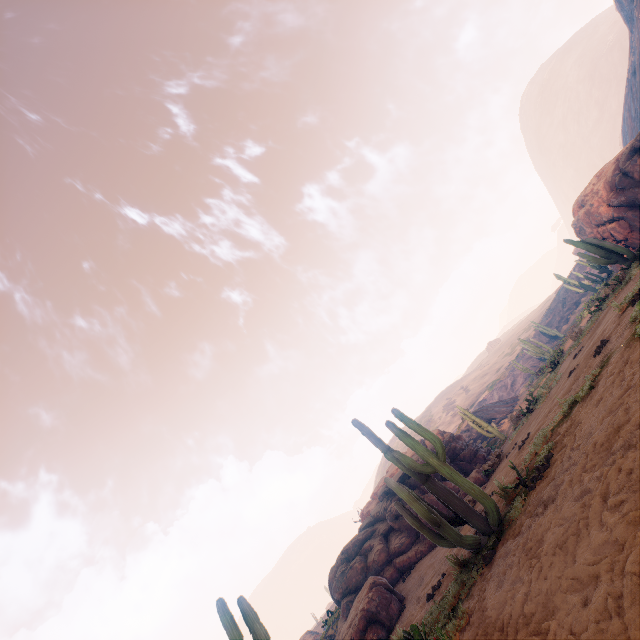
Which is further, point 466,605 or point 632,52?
point 632,52

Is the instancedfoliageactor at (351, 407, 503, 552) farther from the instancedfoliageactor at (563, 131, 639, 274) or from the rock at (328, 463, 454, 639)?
the instancedfoliageactor at (563, 131, 639, 274)

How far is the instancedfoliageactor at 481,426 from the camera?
21.5 meters

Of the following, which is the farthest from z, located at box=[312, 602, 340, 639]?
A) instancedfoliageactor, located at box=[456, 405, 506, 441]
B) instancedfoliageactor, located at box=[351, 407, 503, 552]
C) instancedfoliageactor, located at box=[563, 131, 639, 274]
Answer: instancedfoliageactor, located at box=[563, 131, 639, 274]

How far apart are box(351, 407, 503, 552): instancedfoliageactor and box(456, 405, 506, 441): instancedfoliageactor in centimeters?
1637cm

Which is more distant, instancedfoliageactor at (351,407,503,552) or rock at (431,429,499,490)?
rock at (431,429,499,490)

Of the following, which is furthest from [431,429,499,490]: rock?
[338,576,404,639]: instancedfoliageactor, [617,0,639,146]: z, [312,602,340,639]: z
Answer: [312,602,340,639]: z

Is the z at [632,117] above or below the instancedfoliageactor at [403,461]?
above
